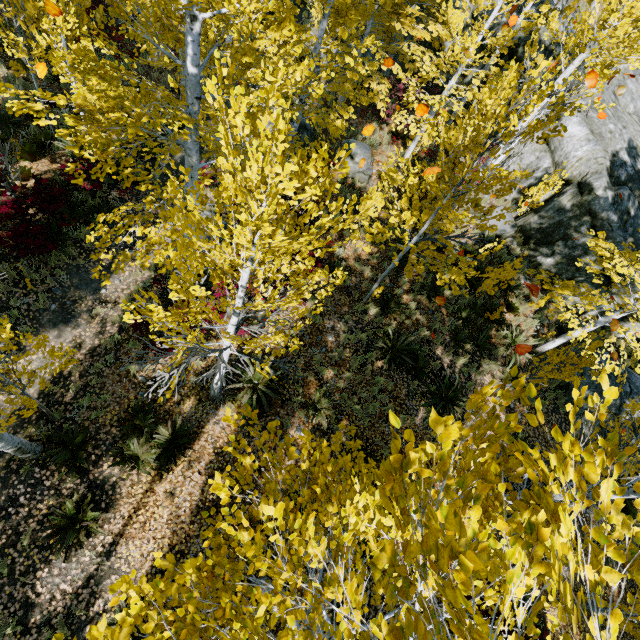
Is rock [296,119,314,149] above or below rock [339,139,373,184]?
below

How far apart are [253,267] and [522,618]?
3.4 meters

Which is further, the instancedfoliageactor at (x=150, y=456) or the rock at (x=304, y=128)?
the rock at (x=304, y=128)

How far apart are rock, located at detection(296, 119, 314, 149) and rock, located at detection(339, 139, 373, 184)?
1.2 meters

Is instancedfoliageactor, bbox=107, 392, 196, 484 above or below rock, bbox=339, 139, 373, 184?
below

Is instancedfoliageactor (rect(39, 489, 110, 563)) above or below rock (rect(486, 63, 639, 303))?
below

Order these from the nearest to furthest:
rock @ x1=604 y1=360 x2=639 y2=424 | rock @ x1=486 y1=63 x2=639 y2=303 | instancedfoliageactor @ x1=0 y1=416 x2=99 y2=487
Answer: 1. instancedfoliageactor @ x1=0 y1=416 x2=99 y2=487
2. rock @ x1=604 y1=360 x2=639 y2=424
3. rock @ x1=486 y1=63 x2=639 y2=303
